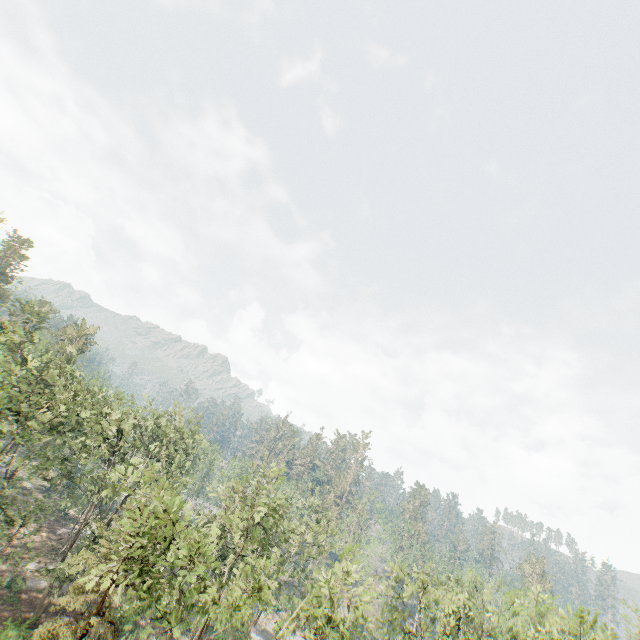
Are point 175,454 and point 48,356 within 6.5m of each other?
no

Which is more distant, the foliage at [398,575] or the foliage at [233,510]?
the foliage at [398,575]

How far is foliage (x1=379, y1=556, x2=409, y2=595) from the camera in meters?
19.7 m

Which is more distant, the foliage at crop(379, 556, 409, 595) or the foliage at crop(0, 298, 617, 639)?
the foliage at crop(379, 556, 409, 595)

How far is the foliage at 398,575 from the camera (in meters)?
19.67
